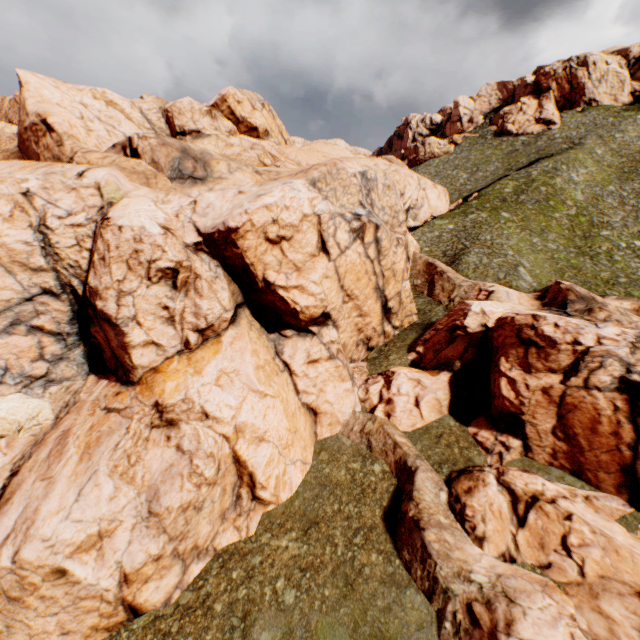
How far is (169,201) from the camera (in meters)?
23.97
